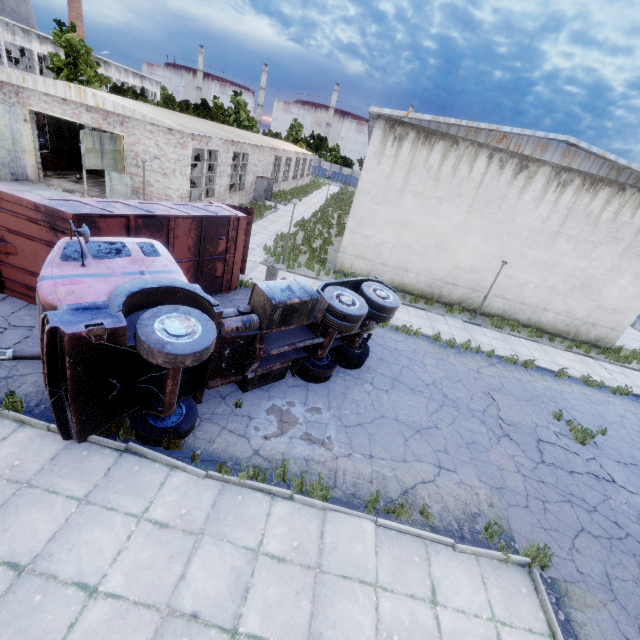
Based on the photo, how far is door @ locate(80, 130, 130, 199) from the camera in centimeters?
1603cm

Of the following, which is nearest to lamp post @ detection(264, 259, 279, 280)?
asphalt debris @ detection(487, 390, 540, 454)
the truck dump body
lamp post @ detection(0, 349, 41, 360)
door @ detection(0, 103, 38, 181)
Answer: the truck dump body

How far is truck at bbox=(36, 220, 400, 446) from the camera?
4.99m

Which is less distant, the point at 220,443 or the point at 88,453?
the point at 88,453

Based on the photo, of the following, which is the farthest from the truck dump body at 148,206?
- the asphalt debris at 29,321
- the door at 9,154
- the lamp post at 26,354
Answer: the door at 9,154

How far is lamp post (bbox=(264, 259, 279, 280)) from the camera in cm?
1283

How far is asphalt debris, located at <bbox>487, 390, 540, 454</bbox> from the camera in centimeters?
930cm

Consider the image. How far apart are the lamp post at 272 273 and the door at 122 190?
10.96m
